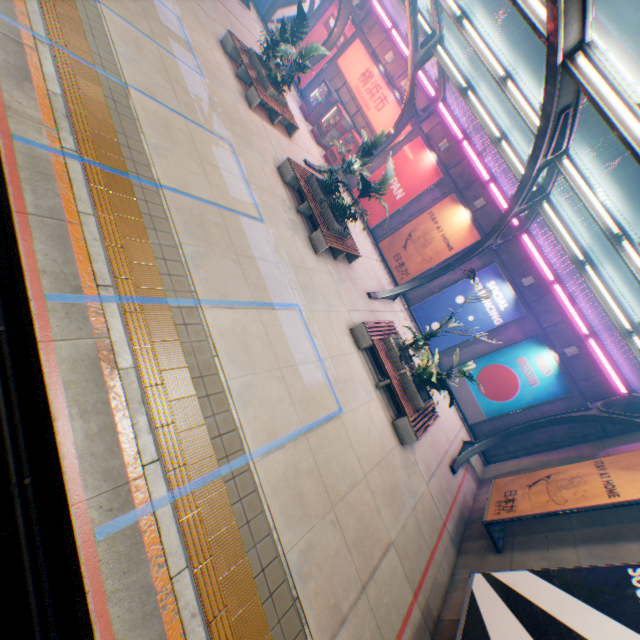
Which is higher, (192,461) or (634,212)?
(634,212)

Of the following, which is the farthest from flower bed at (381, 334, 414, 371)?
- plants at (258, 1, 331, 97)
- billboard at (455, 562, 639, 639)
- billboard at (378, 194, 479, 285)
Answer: plants at (258, 1, 331, 97)

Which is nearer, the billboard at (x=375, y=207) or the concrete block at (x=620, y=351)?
the concrete block at (x=620, y=351)

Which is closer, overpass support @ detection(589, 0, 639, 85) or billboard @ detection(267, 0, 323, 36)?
overpass support @ detection(589, 0, 639, 85)

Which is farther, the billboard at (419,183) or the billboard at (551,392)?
the billboard at (419,183)

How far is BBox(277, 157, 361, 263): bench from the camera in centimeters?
1129cm

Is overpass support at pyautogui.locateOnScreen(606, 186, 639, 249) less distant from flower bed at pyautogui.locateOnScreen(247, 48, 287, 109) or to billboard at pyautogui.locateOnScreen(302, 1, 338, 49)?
billboard at pyautogui.locateOnScreen(302, 1, 338, 49)

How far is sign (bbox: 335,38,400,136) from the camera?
16.8 meters
